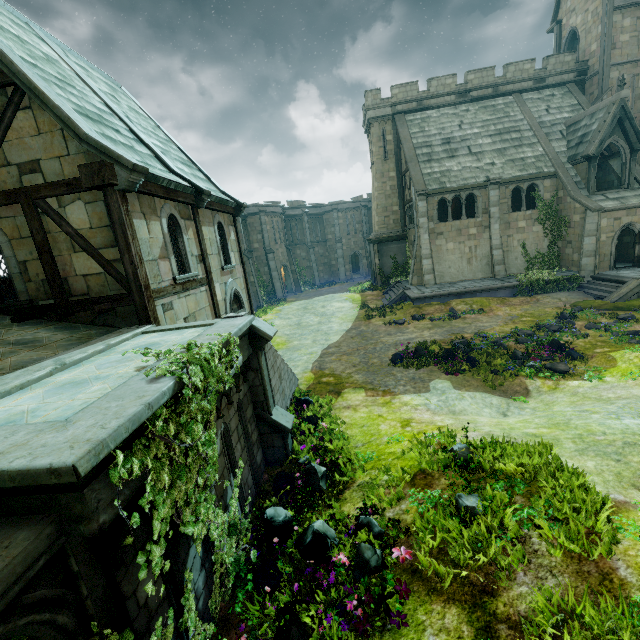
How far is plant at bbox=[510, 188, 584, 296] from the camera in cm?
1988

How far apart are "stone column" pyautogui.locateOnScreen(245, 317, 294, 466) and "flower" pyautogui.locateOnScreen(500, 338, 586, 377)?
8.67m

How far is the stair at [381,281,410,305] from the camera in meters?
23.5

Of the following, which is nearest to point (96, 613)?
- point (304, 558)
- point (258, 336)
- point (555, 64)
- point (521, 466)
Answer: point (304, 558)

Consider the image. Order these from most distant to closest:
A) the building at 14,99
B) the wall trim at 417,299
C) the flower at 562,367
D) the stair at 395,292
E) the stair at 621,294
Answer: the stair at 395,292, the wall trim at 417,299, the stair at 621,294, the flower at 562,367, the building at 14,99

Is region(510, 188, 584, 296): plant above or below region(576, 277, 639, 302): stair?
above

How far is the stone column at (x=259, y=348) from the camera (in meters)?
7.56

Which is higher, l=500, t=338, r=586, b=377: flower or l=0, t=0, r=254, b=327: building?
l=0, t=0, r=254, b=327: building
